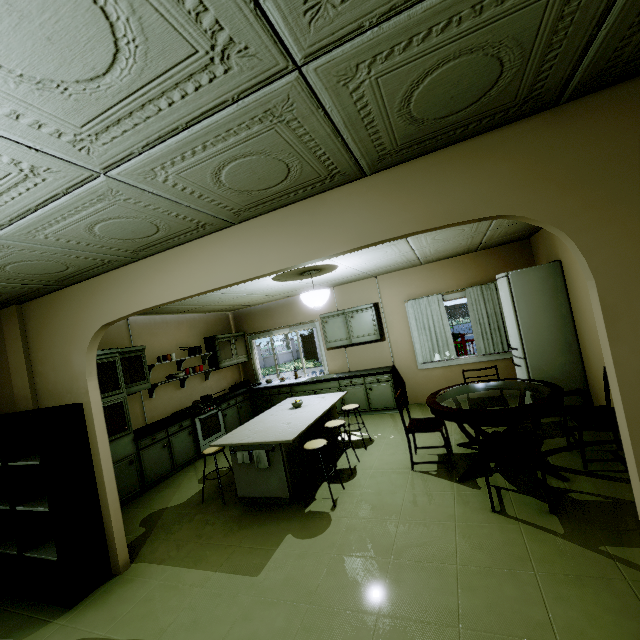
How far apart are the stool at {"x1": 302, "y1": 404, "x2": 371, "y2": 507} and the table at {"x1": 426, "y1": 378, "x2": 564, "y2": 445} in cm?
110

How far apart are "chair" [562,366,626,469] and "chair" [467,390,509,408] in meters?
0.9 m

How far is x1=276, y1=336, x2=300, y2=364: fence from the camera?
33.9m

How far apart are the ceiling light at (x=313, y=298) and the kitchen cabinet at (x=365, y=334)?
2.22m

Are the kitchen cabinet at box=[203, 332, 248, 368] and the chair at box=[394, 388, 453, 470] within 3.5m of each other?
no

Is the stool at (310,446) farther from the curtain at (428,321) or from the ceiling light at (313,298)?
the curtain at (428,321)

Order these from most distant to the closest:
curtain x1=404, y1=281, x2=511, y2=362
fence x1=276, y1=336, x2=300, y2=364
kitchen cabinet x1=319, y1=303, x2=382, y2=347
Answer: fence x1=276, y1=336, x2=300, y2=364
kitchen cabinet x1=319, y1=303, x2=382, y2=347
curtain x1=404, y1=281, x2=511, y2=362

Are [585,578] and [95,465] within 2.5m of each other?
no
